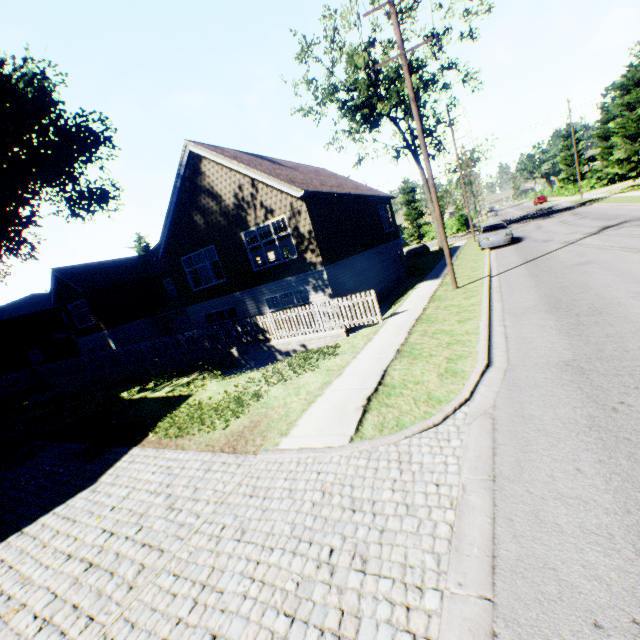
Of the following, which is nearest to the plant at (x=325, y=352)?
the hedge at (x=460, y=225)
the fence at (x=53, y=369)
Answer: the fence at (x=53, y=369)

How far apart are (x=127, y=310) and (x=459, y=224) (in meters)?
45.28

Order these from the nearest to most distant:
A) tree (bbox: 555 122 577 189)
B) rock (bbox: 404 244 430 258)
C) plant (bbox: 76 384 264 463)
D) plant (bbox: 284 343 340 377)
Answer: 1. plant (bbox: 76 384 264 463)
2. plant (bbox: 284 343 340 377)
3. rock (bbox: 404 244 430 258)
4. tree (bbox: 555 122 577 189)

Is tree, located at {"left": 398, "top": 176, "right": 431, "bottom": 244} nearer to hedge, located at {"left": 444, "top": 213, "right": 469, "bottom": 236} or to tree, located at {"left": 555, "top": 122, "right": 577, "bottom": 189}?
hedge, located at {"left": 444, "top": 213, "right": 469, "bottom": 236}

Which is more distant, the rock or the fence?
the rock

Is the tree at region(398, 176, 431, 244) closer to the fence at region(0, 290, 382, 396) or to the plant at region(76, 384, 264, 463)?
the fence at region(0, 290, 382, 396)

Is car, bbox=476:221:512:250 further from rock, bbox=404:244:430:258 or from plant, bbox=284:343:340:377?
plant, bbox=284:343:340:377

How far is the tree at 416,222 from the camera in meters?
50.7 m
